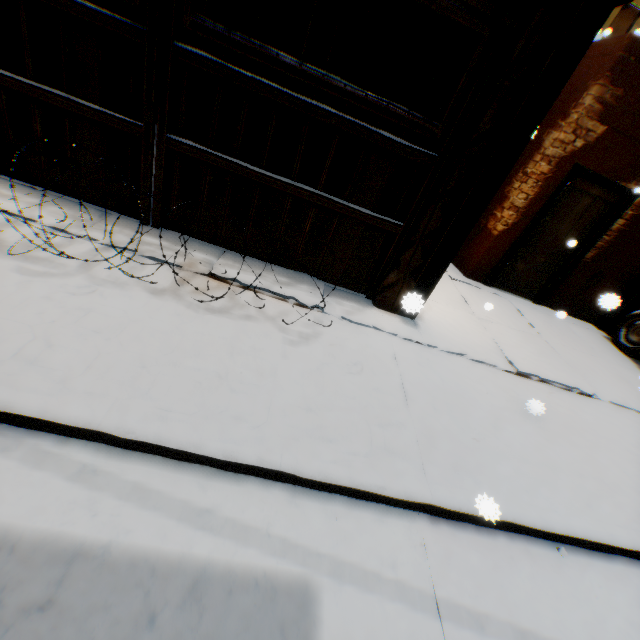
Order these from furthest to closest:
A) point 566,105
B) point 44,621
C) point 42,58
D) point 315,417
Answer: point 566,105, point 42,58, point 315,417, point 44,621

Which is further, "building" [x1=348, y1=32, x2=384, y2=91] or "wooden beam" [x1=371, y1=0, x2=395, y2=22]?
"building" [x1=348, y1=32, x2=384, y2=91]

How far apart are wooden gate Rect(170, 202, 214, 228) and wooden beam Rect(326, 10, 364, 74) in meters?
3.9

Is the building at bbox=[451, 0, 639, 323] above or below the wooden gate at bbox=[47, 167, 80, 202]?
above

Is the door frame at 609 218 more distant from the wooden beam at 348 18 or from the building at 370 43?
the wooden beam at 348 18

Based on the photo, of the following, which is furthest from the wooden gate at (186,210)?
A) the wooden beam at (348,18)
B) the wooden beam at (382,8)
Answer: the wooden beam at (348,18)

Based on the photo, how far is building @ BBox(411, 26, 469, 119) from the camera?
4.3 meters
